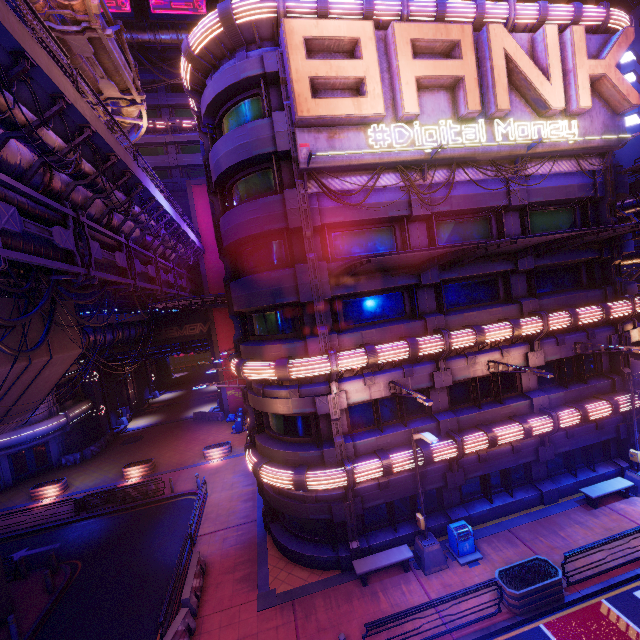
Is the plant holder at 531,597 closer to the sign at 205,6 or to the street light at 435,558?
the street light at 435,558

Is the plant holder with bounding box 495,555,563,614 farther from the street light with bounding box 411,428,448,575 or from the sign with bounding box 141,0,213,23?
the sign with bounding box 141,0,213,23

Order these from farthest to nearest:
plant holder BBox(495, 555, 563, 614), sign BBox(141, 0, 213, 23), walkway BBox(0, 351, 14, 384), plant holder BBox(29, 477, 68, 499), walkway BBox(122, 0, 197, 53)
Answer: walkway BBox(122, 0, 197, 53), sign BBox(141, 0, 213, 23), plant holder BBox(29, 477, 68, 499), walkway BBox(0, 351, 14, 384), plant holder BBox(495, 555, 563, 614)

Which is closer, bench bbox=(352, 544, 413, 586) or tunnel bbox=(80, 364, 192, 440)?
bench bbox=(352, 544, 413, 586)

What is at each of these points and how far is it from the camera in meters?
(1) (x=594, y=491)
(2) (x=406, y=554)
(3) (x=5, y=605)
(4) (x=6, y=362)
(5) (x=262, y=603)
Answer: (1) bench, 15.2 m
(2) bench, 13.2 m
(3) pillar, 13.9 m
(4) walkway, 12.4 m
(5) pillar, 12.8 m

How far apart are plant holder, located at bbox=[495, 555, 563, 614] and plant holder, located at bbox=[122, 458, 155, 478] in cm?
2426

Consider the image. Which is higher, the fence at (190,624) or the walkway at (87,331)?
the walkway at (87,331)

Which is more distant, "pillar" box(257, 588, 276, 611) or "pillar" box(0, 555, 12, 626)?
"pillar" box(0, 555, 12, 626)
